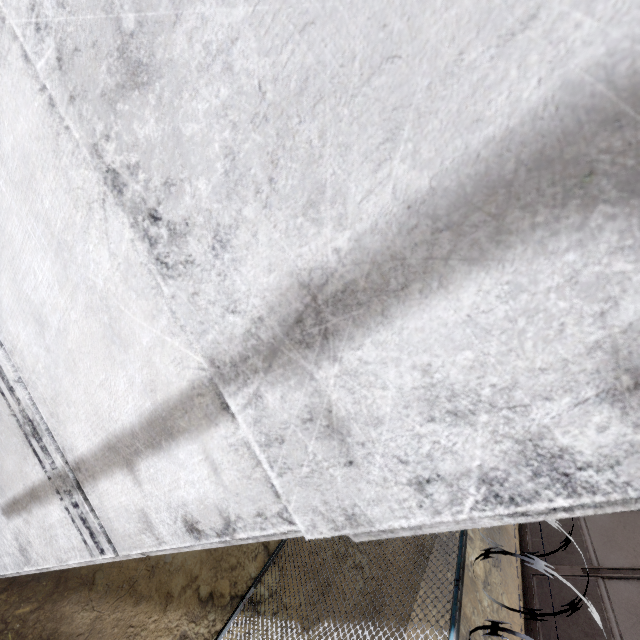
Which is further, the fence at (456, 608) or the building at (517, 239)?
the fence at (456, 608)

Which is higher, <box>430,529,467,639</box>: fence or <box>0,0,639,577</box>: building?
<box>0,0,639,577</box>: building

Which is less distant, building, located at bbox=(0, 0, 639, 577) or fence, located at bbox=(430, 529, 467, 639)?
building, located at bbox=(0, 0, 639, 577)

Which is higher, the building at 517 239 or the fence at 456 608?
the building at 517 239

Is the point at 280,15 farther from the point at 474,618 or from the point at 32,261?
the point at 474,618
